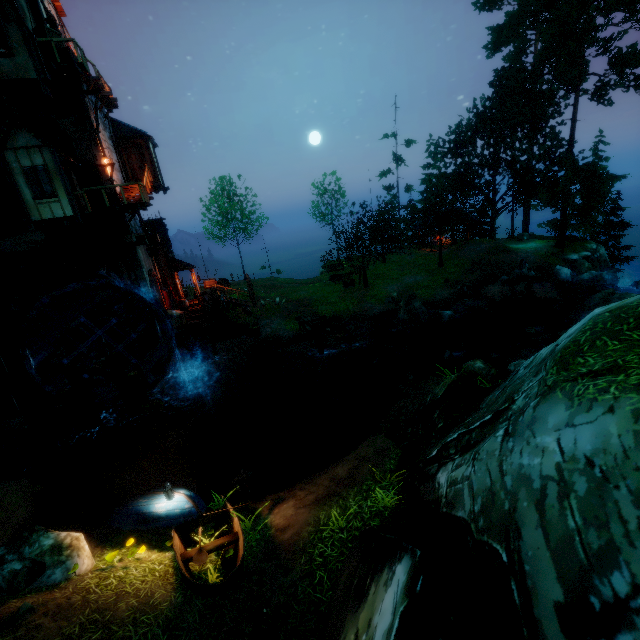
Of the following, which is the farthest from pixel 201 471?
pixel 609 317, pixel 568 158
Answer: pixel 568 158

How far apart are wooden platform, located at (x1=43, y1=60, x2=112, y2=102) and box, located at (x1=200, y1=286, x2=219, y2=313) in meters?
11.5

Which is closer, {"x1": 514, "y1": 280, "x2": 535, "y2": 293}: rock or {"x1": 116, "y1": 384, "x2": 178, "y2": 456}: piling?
{"x1": 116, "y1": 384, "x2": 178, "y2": 456}: piling

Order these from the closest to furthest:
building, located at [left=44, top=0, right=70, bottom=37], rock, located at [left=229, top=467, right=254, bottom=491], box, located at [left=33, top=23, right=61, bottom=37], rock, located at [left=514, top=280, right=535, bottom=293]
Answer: rock, located at [left=229, top=467, right=254, bottom=491]
box, located at [left=33, top=23, right=61, bottom=37]
building, located at [left=44, top=0, right=70, bottom=37]
rock, located at [left=514, top=280, right=535, bottom=293]

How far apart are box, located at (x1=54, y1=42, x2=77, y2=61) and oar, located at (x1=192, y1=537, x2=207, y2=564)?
19.8m

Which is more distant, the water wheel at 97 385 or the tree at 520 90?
the tree at 520 90

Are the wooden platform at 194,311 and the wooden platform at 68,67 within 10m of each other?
no

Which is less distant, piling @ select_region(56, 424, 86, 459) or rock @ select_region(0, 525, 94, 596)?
rock @ select_region(0, 525, 94, 596)
